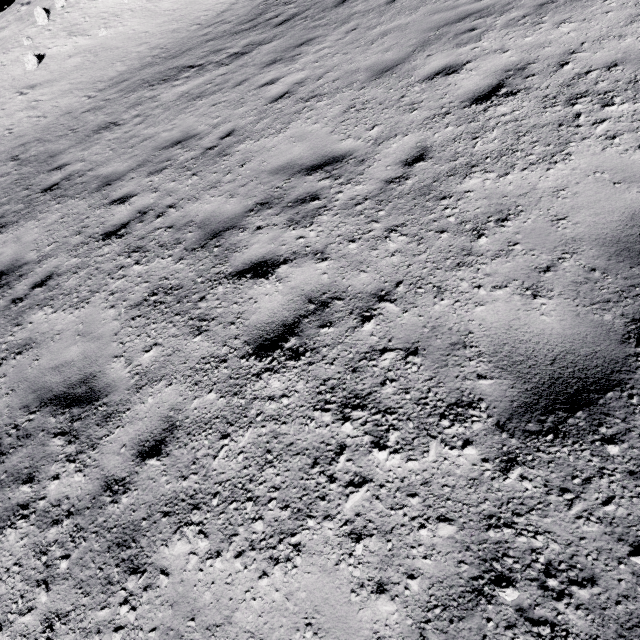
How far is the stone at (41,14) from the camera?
15.93m

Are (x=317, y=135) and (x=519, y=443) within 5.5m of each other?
yes

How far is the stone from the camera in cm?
1593
